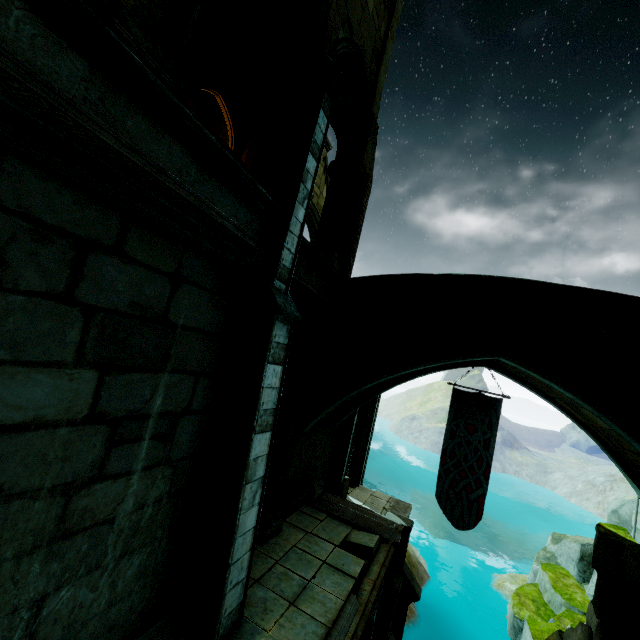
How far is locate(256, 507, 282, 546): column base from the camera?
7.4 meters

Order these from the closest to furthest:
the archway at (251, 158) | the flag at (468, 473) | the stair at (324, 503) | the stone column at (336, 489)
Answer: the archway at (251, 158) → the stair at (324, 503) → the flag at (468, 473) → the stone column at (336, 489)

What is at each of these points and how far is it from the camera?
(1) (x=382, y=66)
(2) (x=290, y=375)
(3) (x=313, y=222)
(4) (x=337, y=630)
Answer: (1) stone column, 9.20m
(2) column top, 7.90m
(3) buttress, 15.89m
(4) trim, 5.40m

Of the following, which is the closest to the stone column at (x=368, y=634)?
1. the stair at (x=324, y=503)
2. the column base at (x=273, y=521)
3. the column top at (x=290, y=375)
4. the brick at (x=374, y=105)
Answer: the stair at (x=324, y=503)

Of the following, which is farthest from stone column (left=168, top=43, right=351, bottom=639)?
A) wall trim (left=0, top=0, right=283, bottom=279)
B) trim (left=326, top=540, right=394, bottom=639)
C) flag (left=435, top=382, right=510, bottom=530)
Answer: flag (left=435, top=382, right=510, bottom=530)

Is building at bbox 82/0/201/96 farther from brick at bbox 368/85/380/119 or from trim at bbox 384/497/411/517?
trim at bbox 384/497/411/517

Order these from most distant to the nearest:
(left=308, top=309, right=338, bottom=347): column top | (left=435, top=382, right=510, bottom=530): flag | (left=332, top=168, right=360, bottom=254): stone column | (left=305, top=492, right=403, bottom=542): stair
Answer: (left=435, top=382, right=510, bottom=530): flag
(left=305, top=492, right=403, bottom=542): stair
(left=332, top=168, right=360, bottom=254): stone column
(left=308, top=309, right=338, bottom=347): column top

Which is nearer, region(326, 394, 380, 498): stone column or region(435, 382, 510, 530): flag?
region(435, 382, 510, 530): flag
